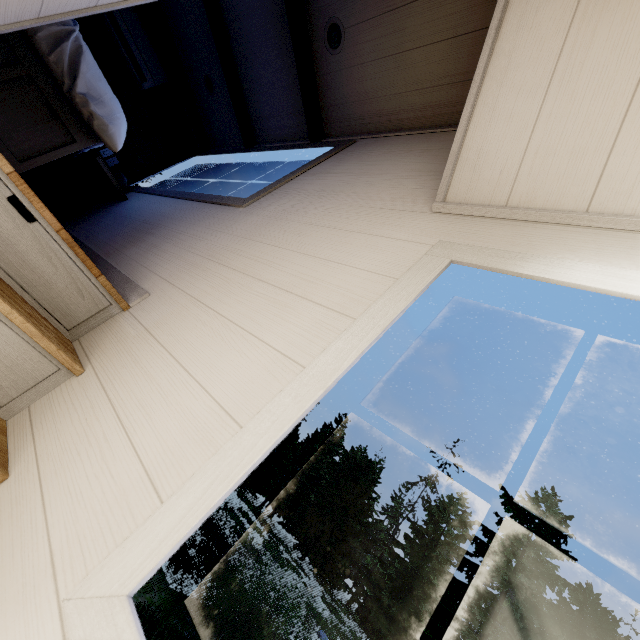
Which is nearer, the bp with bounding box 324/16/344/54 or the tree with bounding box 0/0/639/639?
the tree with bounding box 0/0/639/639

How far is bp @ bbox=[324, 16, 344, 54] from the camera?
2.31m

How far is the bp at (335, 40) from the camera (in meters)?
2.31

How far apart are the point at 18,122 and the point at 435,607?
42.8 meters

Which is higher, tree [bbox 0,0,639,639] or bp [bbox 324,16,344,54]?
bp [bbox 324,16,344,54]

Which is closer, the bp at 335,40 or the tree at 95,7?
the tree at 95,7
